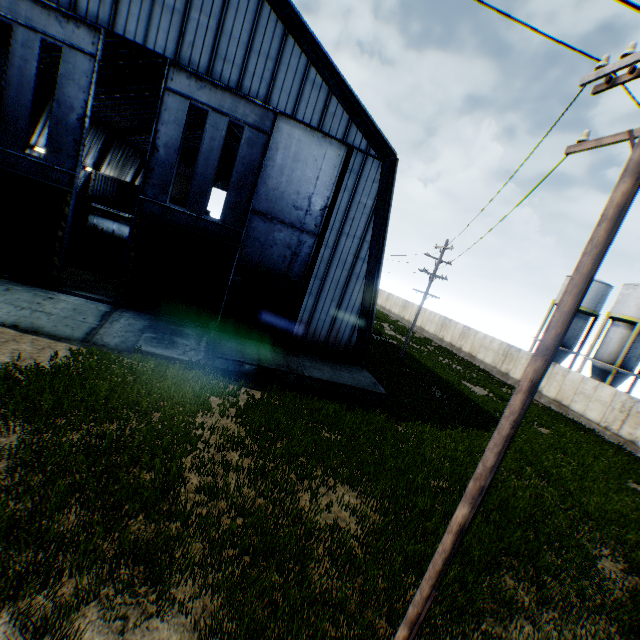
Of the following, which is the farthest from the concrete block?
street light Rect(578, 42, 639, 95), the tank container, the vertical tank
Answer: the vertical tank

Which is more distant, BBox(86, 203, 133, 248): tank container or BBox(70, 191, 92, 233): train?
BBox(86, 203, 133, 248): tank container

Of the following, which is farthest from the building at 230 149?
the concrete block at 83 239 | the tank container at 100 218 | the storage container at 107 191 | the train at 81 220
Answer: the concrete block at 83 239

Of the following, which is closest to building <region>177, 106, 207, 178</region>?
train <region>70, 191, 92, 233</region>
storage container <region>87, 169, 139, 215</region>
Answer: storage container <region>87, 169, 139, 215</region>

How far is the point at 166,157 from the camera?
13.8m

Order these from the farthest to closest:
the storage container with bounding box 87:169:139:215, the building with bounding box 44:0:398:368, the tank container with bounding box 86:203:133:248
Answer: the storage container with bounding box 87:169:139:215 → the tank container with bounding box 86:203:133:248 → the building with bounding box 44:0:398:368

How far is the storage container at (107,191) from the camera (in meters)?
34.69

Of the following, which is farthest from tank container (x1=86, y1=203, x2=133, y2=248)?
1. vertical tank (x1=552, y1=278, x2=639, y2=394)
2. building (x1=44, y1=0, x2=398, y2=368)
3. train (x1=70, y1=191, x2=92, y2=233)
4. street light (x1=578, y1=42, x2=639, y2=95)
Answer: vertical tank (x1=552, y1=278, x2=639, y2=394)
